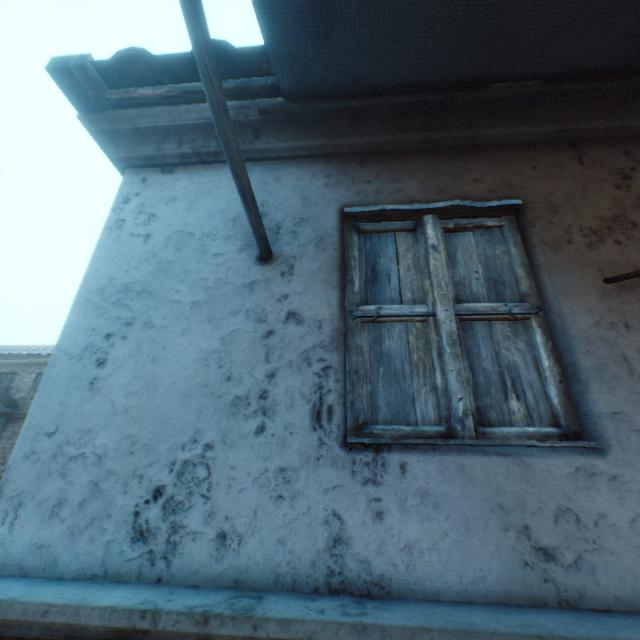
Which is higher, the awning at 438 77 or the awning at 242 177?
the awning at 438 77

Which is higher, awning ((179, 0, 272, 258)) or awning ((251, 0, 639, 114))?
awning ((251, 0, 639, 114))

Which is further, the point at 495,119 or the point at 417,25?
the point at 495,119
